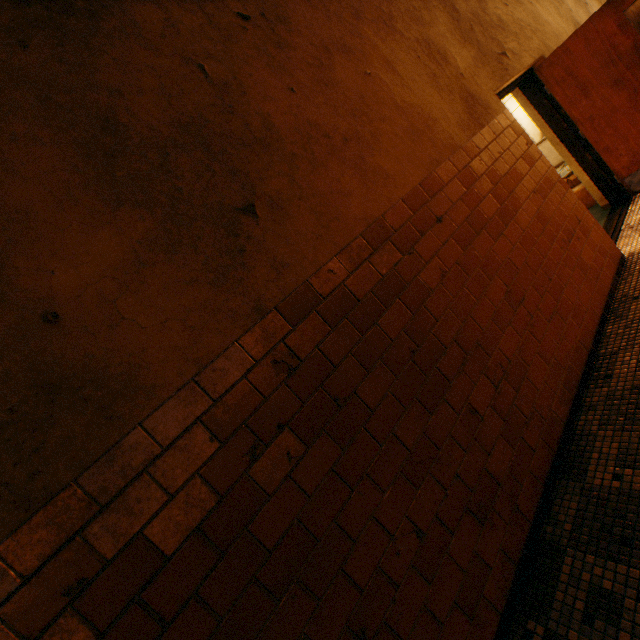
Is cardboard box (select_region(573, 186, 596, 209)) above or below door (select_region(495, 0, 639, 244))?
below

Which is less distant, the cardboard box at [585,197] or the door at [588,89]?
the door at [588,89]

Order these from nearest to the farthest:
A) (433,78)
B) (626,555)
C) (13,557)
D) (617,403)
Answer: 1. (13,557)
2. (626,555)
3. (617,403)
4. (433,78)

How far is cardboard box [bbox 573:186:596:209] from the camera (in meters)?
4.97

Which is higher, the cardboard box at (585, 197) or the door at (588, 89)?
the door at (588, 89)

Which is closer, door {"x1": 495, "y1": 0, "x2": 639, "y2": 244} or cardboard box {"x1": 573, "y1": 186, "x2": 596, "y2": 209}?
door {"x1": 495, "y1": 0, "x2": 639, "y2": 244}
